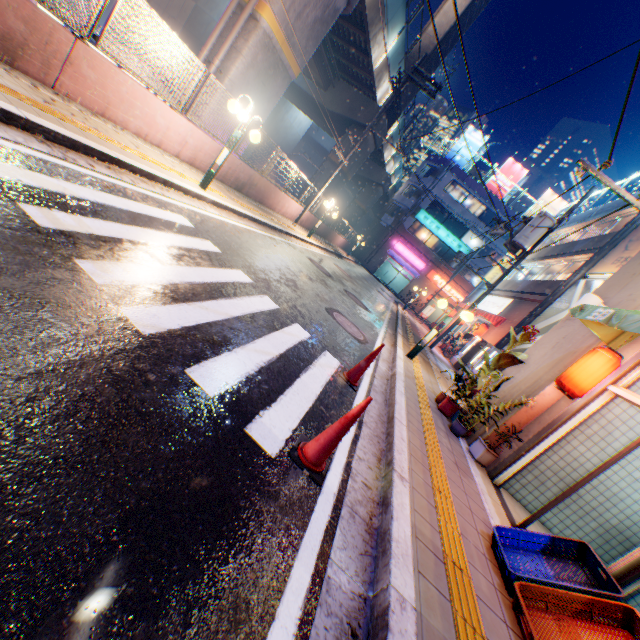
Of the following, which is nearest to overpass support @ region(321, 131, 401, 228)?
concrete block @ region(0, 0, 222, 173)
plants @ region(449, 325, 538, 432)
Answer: concrete block @ region(0, 0, 222, 173)

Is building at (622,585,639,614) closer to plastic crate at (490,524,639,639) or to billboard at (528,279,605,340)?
plastic crate at (490,524,639,639)

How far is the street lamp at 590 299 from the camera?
6.0 meters

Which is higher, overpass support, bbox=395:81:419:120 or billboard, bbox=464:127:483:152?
billboard, bbox=464:127:483:152

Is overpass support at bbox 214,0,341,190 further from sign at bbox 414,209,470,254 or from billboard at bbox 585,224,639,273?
billboard at bbox 585,224,639,273

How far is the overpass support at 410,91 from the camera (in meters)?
21.96

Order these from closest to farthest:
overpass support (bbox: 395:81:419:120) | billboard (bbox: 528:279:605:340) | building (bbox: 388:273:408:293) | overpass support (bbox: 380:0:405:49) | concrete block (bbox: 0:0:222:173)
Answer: concrete block (bbox: 0:0:222:173) < billboard (bbox: 528:279:605:340) < overpass support (bbox: 380:0:405:49) < overpass support (bbox: 395:81:419:120) < building (bbox: 388:273:408:293)

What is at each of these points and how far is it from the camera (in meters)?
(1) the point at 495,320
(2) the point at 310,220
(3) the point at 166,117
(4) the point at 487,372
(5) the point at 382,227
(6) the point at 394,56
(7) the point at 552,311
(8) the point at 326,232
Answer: (1) awning, 18.19
(2) concrete block, 20.78
(3) concrete block, 7.81
(4) plants, 6.62
(5) building, 41.81
(6) overpass support, 18.94
(7) billboard, 13.74
(8) concrete block, 25.61
